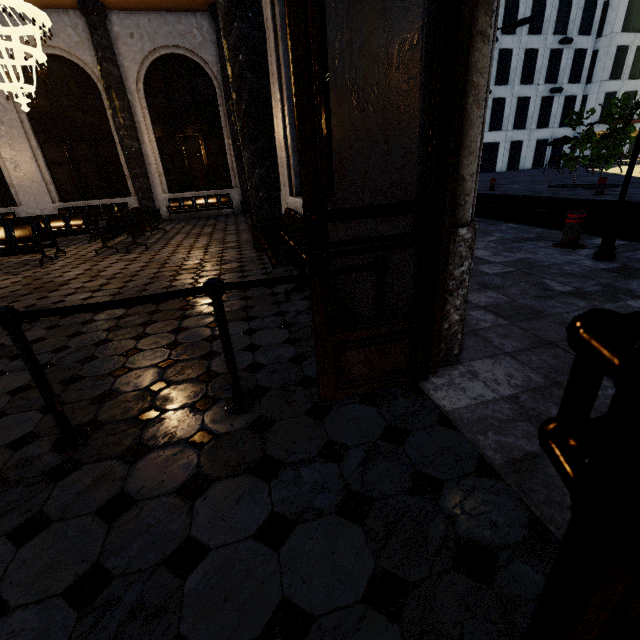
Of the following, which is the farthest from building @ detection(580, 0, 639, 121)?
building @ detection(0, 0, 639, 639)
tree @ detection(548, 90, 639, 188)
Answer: tree @ detection(548, 90, 639, 188)

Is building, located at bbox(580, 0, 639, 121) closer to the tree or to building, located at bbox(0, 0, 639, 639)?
building, located at bbox(0, 0, 639, 639)

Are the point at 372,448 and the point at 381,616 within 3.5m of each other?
yes

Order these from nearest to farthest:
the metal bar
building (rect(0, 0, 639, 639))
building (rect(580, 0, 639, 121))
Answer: building (rect(0, 0, 639, 639)), the metal bar, building (rect(580, 0, 639, 121))

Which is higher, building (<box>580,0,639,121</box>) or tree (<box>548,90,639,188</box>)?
building (<box>580,0,639,121</box>)

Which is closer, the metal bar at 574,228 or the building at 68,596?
the building at 68,596

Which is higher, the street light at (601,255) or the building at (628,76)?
the building at (628,76)

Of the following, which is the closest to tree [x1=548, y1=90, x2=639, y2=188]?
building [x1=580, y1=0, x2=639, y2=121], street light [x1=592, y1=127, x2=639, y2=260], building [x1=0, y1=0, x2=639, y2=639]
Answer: building [x1=0, y1=0, x2=639, y2=639]
